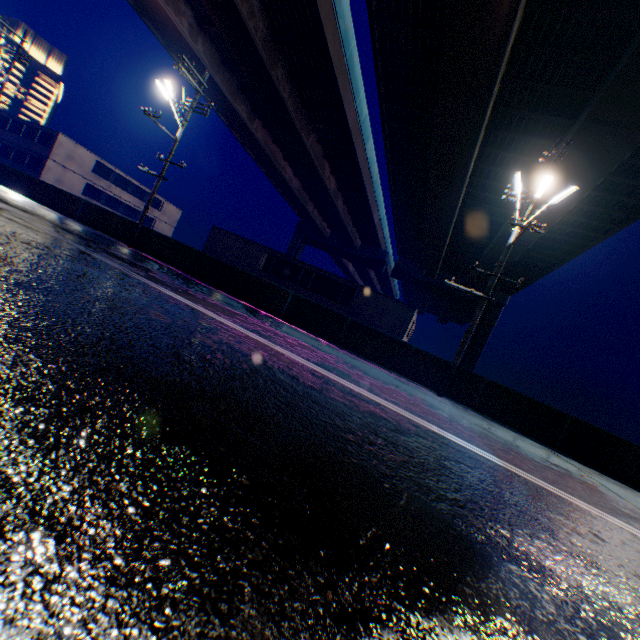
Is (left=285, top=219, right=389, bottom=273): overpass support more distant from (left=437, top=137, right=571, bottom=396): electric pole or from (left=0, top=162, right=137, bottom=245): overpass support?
(left=437, top=137, right=571, bottom=396): electric pole

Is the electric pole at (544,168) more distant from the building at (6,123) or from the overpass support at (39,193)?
the building at (6,123)

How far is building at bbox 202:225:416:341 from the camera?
23.3m

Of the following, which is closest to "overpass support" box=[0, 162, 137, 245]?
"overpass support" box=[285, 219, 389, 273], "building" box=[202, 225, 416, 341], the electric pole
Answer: the electric pole

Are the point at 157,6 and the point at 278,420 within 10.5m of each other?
no

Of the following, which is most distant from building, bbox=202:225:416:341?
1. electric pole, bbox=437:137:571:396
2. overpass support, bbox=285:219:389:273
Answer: overpass support, bbox=285:219:389:273

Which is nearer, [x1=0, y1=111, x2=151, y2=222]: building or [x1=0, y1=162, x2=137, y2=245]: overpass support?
[x1=0, y1=162, x2=137, y2=245]: overpass support

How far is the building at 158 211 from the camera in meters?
48.7
